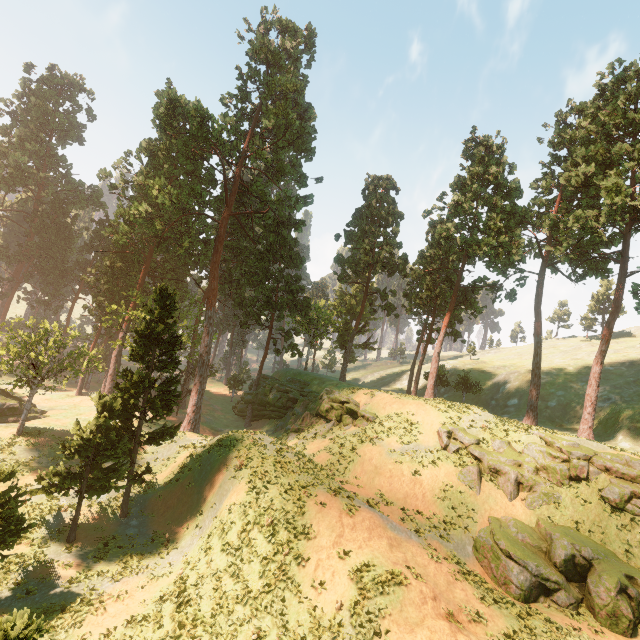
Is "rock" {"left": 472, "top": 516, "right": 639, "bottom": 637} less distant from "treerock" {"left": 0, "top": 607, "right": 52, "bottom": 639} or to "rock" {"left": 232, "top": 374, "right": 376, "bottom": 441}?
"rock" {"left": 232, "top": 374, "right": 376, "bottom": 441}

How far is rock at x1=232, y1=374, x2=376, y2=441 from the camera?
31.6m

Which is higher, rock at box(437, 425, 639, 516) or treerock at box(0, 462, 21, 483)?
rock at box(437, 425, 639, 516)

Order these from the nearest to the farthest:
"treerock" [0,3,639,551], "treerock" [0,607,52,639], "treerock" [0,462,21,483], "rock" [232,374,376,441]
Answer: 1. "treerock" [0,607,52,639]
2. "treerock" [0,462,21,483]
3. "treerock" [0,3,639,551]
4. "rock" [232,374,376,441]

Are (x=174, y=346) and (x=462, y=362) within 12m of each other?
no

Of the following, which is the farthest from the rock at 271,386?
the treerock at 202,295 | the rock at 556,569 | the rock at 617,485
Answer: the rock at 556,569

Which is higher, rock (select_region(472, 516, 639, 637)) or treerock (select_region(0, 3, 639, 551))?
treerock (select_region(0, 3, 639, 551))
